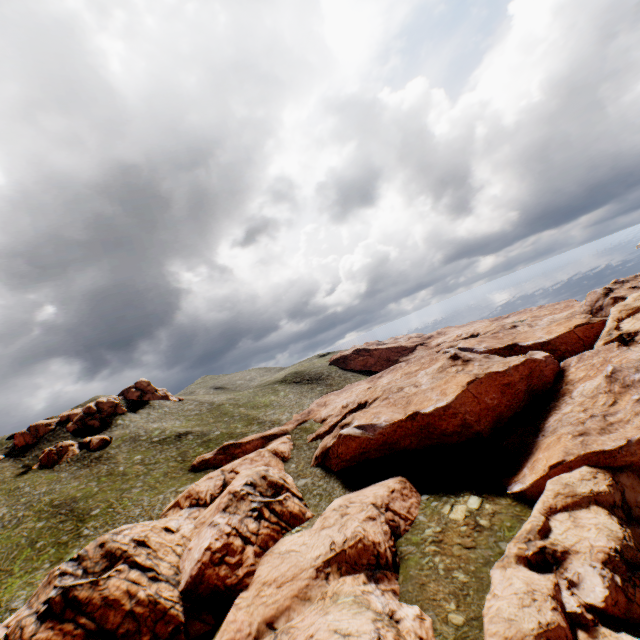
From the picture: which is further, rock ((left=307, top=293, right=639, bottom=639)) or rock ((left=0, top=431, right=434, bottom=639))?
rock ((left=0, top=431, right=434, bottom=639))

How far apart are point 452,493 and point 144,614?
32.7m

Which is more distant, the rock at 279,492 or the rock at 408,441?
the rock at 279,492
